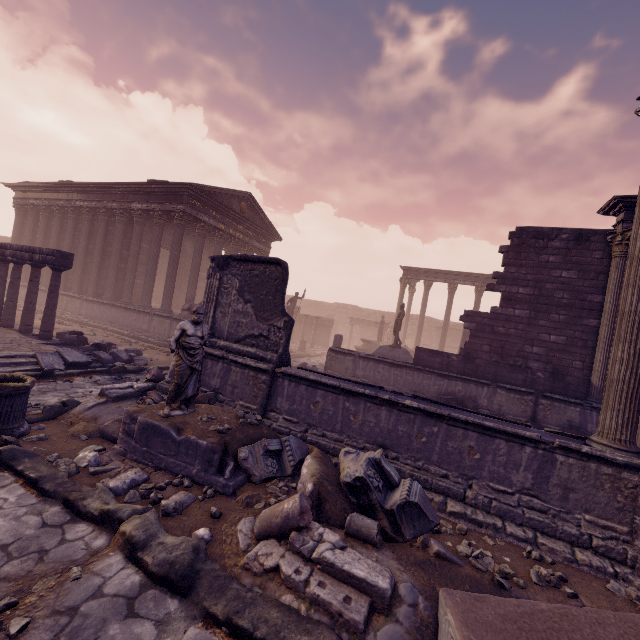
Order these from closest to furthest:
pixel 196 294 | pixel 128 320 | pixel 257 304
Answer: pixel 257 304 < pixel 128 320 < pixel 196 294

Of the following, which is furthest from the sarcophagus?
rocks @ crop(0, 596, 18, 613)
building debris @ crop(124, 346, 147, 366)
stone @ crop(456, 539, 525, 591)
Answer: building debris @ crop(124, 346, 147, 366)

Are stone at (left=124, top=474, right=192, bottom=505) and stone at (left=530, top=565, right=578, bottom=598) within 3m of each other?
no

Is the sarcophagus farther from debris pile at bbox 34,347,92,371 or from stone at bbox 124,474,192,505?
debris pile at bbox 34,347,92,371

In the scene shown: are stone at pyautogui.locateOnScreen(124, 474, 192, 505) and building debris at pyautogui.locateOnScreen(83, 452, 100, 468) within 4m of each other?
yes

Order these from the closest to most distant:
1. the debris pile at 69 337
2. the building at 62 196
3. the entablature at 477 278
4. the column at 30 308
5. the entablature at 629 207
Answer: the entablature at 629 207 → the debris pile at 69 337 → the column at 30 308 → the building at 62 196 → the entablature at 477 278

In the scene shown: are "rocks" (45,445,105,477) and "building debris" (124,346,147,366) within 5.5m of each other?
no

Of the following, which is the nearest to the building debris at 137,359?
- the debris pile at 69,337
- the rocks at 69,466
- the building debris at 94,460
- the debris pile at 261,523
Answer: the debris pile at 69,337
